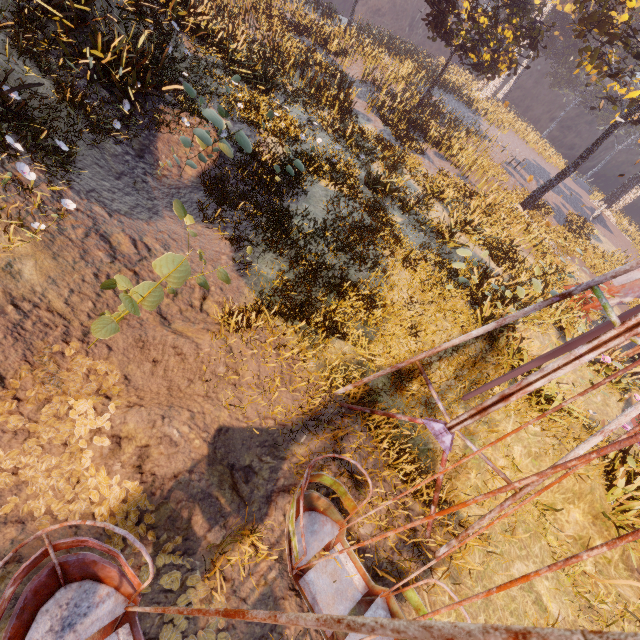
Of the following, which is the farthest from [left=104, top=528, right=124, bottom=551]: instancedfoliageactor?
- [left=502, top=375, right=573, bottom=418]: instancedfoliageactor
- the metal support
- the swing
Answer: the metal support

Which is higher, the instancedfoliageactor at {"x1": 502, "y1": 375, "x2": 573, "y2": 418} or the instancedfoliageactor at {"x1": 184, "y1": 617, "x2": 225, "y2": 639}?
the instancedfoliageactor at {"x1": 502, "y1": 375, "x2": 573, "y2": 418}

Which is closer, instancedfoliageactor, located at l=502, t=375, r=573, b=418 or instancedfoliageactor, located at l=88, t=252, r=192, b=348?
instancedfoliageactor, located at l=88, t=252, r=192, b=348

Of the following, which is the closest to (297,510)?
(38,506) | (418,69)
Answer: (38,506)

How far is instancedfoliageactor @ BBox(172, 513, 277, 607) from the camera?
3.8 meters

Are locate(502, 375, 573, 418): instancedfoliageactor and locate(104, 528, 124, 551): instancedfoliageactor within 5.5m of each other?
no

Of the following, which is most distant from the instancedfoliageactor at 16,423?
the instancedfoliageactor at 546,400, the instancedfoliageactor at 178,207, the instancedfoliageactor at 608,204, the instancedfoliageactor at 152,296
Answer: the instancedfoliageactor at 608,204

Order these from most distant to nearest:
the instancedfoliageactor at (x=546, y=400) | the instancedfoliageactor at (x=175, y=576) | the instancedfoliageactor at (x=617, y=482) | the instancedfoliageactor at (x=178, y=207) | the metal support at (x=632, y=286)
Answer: the metal support at (x=632, y=286)
the instancedfoliageactor at (x=546, y=400)
the instancedfoliageactor at (x=617, y=482)
the instancedfoliageactor at (x=175, y=576)
the instancedfoliageactor at (x=178, y=207)
